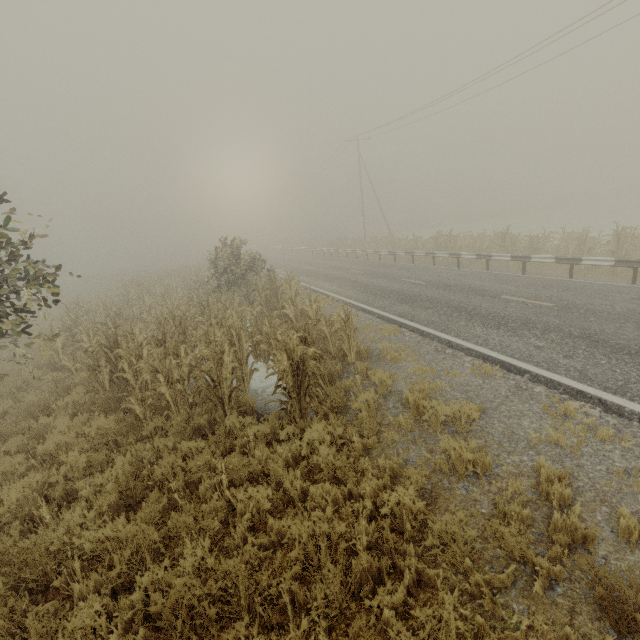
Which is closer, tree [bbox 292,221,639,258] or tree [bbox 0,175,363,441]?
tree [bbox 0,175,363,441]

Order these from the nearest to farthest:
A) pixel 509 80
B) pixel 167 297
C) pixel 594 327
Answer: pixel 594 327 → pixel 167 297 → pixel 509 80

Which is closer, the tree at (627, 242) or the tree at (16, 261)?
the tree at (16, 261)
